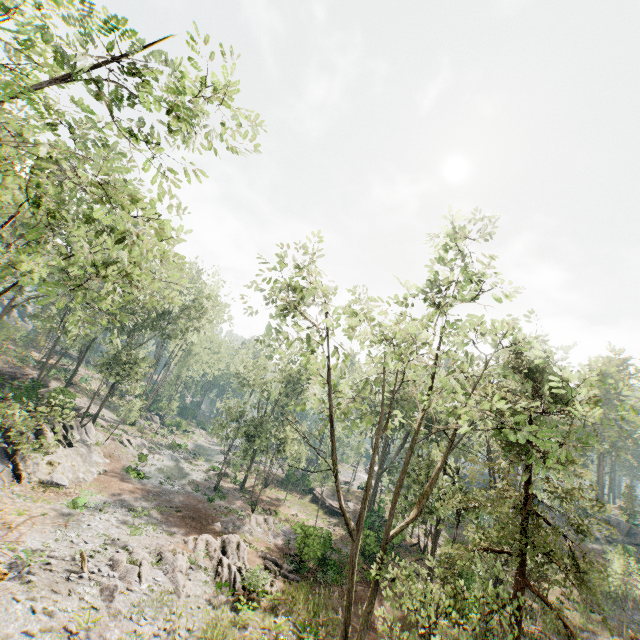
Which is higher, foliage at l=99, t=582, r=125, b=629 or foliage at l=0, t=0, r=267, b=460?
foliage at l=0, t=0, r=267, b=460

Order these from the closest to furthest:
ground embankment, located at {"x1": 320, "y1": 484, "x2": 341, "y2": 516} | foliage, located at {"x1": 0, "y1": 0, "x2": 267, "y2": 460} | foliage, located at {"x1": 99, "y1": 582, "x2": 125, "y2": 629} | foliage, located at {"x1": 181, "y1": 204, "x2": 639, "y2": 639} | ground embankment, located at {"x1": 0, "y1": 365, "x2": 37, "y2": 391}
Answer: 1. foliage, located at {"x1": 0, "y1": 0, "x2": 267, "y2": 460}
2. foliage, located at {"x1": 181, "y1": 204, "x2": 639, "y2": 639}
3. foliage, located at {"x1": 99, "y1": 582, "x2": 125, "y2": 629}
4. ground embankment, located at {"x1": 0, "y1": 365, "x2": 37, "y2": 391}
5. ground embankment, located at {"x1": 320, "y1": 484, "x2": 341, "y2": 516}

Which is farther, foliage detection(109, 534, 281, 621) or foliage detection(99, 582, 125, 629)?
foliage detection(109, 534, 281, 621)

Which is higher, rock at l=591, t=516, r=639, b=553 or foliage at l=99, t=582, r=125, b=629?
rock at l=591, t=516, r=639, b=553

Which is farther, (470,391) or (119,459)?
(119,459)

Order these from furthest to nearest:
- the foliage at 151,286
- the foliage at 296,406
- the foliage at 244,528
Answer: the foliage at 244,528
the foliage at 296,406
the foliage at 151,286

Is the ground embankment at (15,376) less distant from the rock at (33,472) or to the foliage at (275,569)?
the foliage at (275,569)

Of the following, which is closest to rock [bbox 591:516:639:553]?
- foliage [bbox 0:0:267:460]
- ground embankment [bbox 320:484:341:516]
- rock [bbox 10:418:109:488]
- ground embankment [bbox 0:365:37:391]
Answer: foliage [bbox 0:0:267:460]
